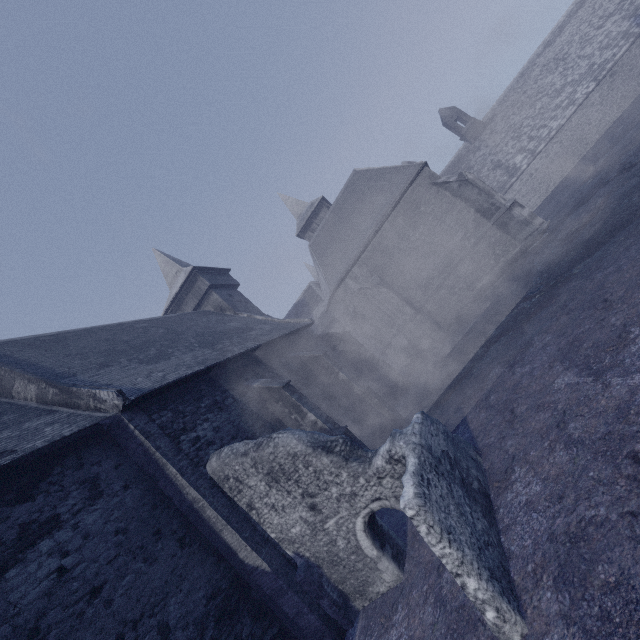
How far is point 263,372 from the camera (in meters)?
12.80
